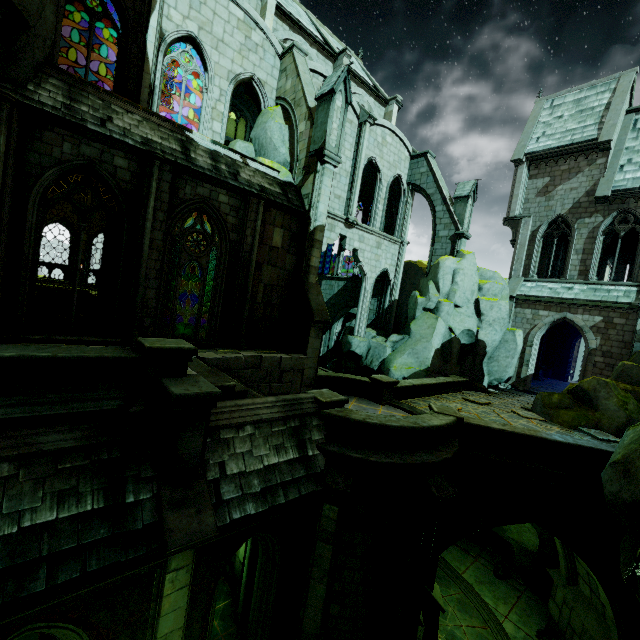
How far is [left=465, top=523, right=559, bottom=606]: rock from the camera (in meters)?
12.90

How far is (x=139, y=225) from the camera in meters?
9.4

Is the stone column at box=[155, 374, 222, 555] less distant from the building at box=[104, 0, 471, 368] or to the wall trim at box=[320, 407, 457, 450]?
the wall trim at box=[320, 407, 457, 450]

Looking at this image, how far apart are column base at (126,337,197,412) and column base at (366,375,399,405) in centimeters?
825cm

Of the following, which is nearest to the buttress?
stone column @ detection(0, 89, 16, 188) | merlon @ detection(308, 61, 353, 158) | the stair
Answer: merlon @ detection(308, 61, 353, 158)

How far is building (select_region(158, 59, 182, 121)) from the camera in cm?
2388

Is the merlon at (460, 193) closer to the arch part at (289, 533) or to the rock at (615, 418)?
the rock at (615, 418)

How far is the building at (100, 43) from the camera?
20.5m
